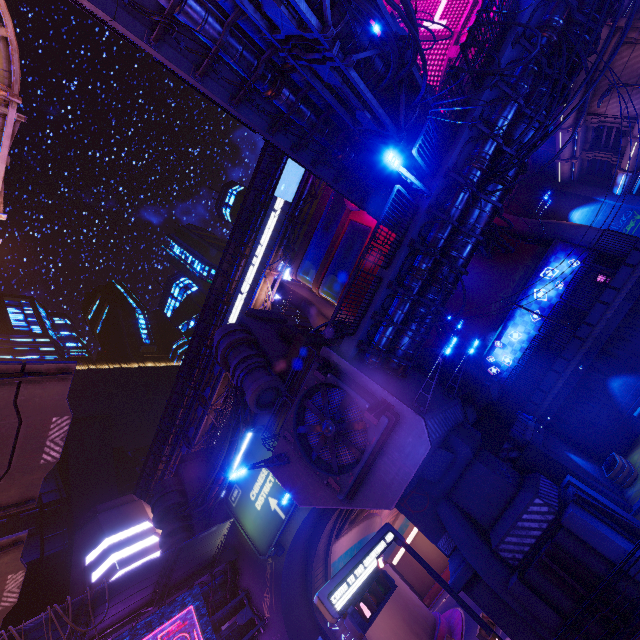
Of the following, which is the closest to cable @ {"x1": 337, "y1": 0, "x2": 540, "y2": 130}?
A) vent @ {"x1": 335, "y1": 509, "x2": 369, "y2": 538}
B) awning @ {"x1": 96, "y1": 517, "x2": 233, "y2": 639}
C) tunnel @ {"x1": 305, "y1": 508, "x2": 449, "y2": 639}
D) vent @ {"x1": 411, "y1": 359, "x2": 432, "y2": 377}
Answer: vent @ {"x1": 411, "y1": 359, "x2": 432, "y2": 377}

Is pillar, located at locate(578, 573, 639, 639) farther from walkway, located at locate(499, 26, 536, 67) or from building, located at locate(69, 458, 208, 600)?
building, located at locate(69, 458, 208, 600)

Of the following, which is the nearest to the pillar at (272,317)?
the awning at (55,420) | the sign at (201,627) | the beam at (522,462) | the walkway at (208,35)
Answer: the walkway at (208,35)

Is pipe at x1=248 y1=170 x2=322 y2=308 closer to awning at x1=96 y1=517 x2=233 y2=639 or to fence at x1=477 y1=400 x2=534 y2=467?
awning at x1=96 y1=517 x2=233 y2=639

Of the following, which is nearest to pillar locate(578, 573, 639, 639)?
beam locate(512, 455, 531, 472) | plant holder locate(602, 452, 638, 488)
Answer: beam locate(512, 455, 531, 472)

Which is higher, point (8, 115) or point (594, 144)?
point (8, 115)

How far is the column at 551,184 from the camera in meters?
29.9 m

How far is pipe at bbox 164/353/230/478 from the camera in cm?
5094
